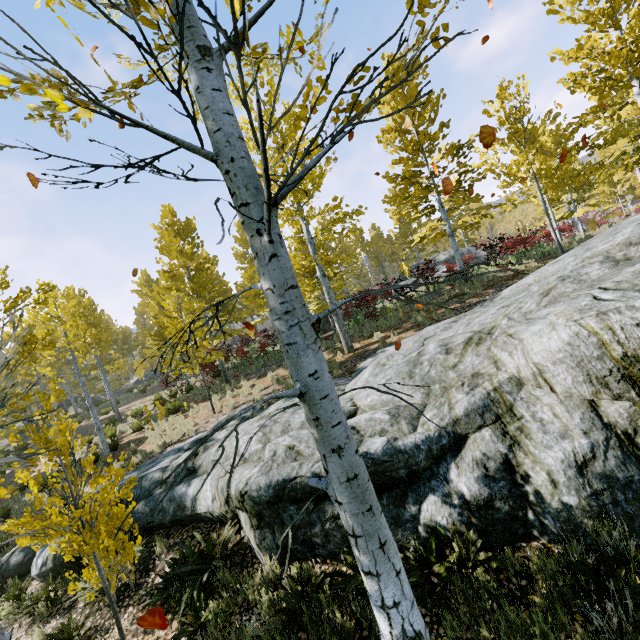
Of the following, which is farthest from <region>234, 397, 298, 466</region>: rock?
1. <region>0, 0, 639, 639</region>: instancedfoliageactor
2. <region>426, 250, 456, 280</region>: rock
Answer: <region>426, 250, 456, 280</region>: rock

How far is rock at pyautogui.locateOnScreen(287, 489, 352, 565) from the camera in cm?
489

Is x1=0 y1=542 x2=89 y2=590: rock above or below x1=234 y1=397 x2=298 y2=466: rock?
below

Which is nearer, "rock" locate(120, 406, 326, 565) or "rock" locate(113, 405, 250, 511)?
"rock" locate(120, 406, 326, 565)

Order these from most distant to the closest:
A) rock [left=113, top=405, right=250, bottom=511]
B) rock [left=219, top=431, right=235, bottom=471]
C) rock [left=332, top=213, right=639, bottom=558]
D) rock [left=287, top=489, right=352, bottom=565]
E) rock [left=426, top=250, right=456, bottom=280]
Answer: rock [left=426, top=250, right=456, bottom=280]
rock [left=113, top=405, right=250, bottom=511]
rock [left=219, top=431, right=235, bottom=471]
rock [left=287, top=489, right=352, bottom=565]
rock [left=332, top=213, right=639, bottom=558]

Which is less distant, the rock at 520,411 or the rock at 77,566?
the rock at 520,411

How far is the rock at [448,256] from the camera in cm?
2286

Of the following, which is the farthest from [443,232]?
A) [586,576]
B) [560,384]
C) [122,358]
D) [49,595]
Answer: [122,358]
